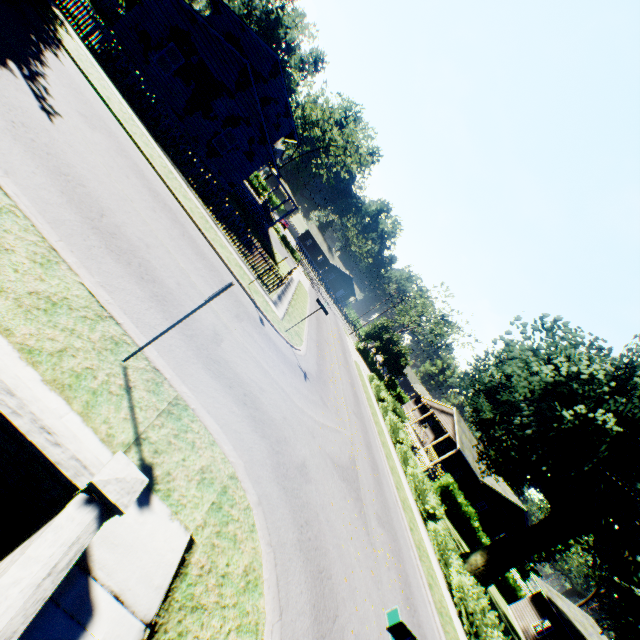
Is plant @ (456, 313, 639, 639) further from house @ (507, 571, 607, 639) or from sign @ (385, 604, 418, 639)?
sign @ (385, 604, 418, 639)

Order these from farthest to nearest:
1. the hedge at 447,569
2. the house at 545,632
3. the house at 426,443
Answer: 1. the house at 426,443
2. the house at 545,632
3. the hedge at 447,569

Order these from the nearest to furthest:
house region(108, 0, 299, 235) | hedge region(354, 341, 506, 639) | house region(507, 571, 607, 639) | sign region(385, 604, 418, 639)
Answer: sign region(385, 604, 418, 639) < hedge region(354, 341, 506, 639) < house region(108, 0, 299, 235) < house region(507, 571, 607, 639)

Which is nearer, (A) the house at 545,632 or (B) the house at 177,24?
(B) the house at 177,24

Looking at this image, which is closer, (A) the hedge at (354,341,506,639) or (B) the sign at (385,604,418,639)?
(B) the sign at (385,604,418,639)

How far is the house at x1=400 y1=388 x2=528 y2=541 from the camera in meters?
33.7

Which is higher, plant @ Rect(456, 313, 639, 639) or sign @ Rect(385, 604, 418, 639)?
plant @ Rect(456, 313, 639, 639)

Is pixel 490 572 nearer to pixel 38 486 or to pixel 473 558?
pixel 473 558
